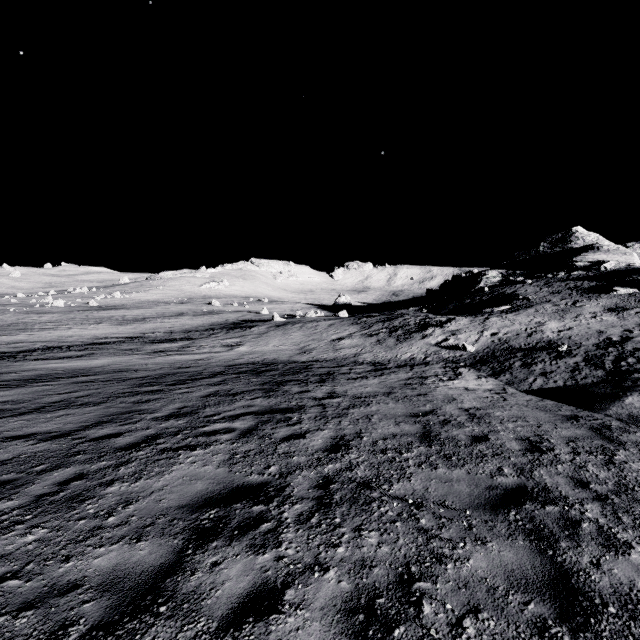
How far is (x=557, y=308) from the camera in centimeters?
2938cm
